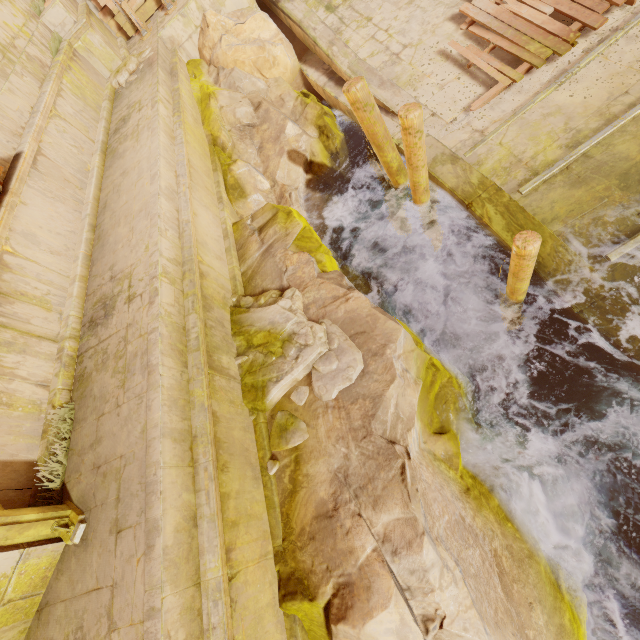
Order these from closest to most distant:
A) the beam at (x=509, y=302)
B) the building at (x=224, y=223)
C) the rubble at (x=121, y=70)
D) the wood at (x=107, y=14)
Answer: the building at (x=224, y=223), the beam at (x=509, y=302), the rubble at (x=121, y=70), the wood at (x=107, y=14)

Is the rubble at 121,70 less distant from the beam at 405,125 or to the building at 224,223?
the building at 224,223

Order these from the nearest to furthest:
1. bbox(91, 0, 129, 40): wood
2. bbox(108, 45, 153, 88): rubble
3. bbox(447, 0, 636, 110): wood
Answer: bbox(447, 0, 636, 110): wood → bbox(108, 45, 153, 88): rubble → bbox(91, 0, 129, 40): wood

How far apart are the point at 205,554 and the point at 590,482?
5.0m

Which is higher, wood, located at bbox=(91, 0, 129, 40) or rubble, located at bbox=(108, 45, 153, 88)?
wood, located at bbox=(91, 0, 129, 40)

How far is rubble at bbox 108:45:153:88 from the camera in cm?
852

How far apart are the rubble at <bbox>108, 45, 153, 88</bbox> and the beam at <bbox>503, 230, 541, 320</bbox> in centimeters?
998cm

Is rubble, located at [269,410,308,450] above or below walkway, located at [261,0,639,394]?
above
